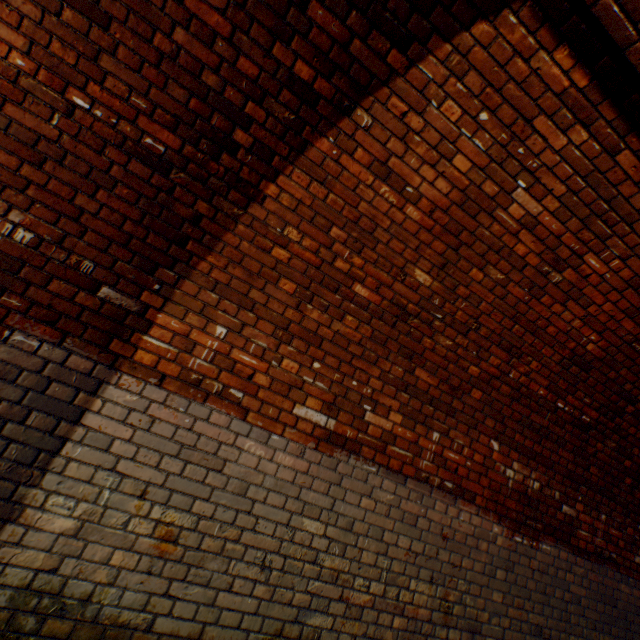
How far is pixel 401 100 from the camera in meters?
2.2 m
